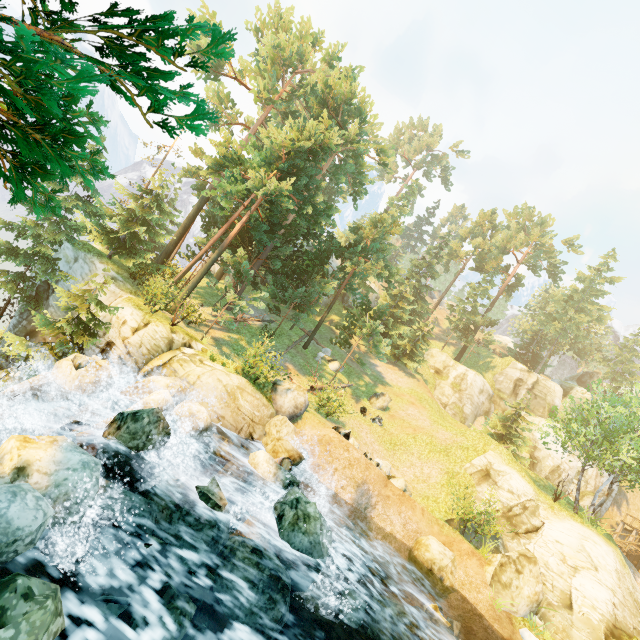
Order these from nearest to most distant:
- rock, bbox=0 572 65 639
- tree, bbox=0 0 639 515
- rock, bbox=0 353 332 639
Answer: rock, bbox=0 572 65 639 < tree, bbox=0 0 639 515 < rock, bbox=0 353 332 639

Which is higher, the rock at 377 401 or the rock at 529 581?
the rock at 377 401

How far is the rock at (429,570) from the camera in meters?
13.9

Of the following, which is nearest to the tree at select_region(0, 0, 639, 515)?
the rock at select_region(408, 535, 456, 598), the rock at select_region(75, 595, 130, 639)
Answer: the rock at select_region(75, 595, 130, 639)

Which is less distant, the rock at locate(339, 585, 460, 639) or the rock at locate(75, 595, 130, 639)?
the rock at locate(75, 595, 130, 639)

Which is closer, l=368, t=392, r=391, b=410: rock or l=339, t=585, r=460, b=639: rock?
l=339, t=585, r=460, b=639: rock

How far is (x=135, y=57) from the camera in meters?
4.3 m

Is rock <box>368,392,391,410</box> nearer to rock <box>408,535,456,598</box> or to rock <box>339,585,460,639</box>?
rock <box>408,535,456,598</box>
